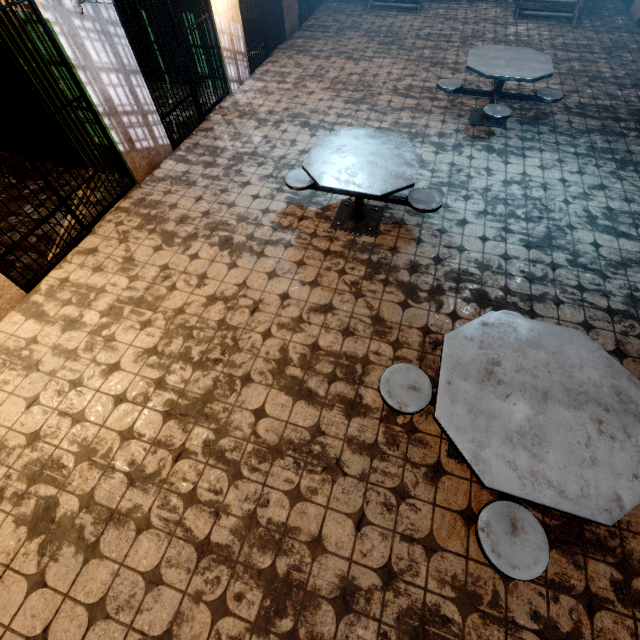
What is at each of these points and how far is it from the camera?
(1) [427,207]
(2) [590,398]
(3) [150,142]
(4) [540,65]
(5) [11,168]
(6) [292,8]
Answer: (1) table, 3.5 meters
(2) table, 2.0 meters
(3) building, 4.6 meters
(4) table, 4.7 meters
(5) metal bar, 3.1 meters
(6) building, 7.7 meters

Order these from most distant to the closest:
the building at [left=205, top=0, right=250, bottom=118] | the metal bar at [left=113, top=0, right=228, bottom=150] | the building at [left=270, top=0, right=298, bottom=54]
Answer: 1. the building at [left=270, top=0, right=298, bottom=54]
2. the building at [left=205, top=0, right=250, bottom=118]
3. the metal bar at [left=113, top=0, right=228, bottom=150]

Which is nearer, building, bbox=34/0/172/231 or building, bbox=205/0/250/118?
building, bbox=34/0/172/231

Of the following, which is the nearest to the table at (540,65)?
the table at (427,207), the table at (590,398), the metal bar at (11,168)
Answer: Answer: the table at (427,207)

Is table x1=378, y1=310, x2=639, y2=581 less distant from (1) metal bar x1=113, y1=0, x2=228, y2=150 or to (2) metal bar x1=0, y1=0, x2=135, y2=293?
(2) metal bar x1=0, y1=0, x2=135, y2=293

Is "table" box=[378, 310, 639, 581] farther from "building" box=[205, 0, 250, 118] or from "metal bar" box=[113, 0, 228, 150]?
"metal bar" box=[113, 0, 228, 150]

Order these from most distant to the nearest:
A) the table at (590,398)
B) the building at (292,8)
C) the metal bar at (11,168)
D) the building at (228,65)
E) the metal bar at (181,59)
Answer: the building at (292,8)
the building at (228,65)
the metal bar at (181,59)
the metal bar at (11,168)
the table at (590,398)

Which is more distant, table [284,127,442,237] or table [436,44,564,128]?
table [436,44,564,128]
